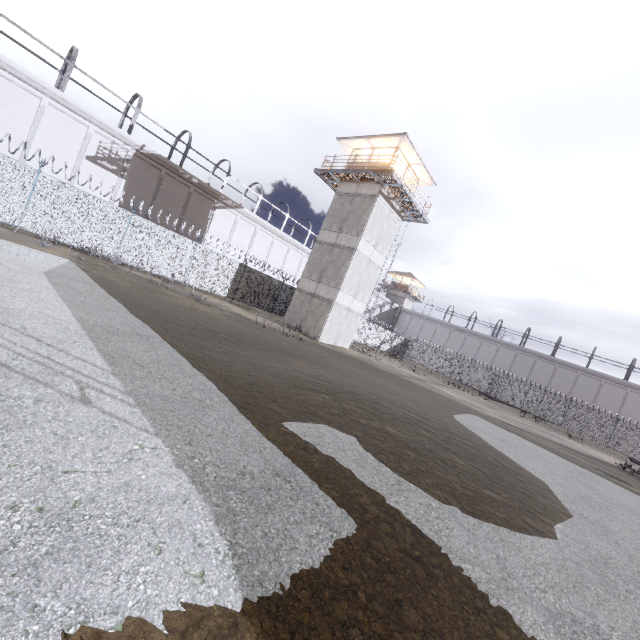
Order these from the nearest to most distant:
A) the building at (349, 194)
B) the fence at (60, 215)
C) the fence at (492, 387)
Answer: the fence at (60, 215) < the building at (349, 194) < the fence at (492, 387)

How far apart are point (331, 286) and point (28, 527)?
21.6 meters

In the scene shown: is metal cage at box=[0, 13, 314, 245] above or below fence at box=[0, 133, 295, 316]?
above

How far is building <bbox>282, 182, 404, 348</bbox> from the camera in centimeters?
2277cm

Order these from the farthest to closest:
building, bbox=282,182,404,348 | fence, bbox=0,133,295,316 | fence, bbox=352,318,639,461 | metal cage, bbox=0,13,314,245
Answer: fence, bbox=352,318,639,461 → building, bbox=282,182,404,348 → metal cage, bbox=0,13,314,245 → fence, bbox=0,133,295,316

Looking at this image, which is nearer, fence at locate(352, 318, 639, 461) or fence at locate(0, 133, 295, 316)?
fence at locate(0, 133, 295, 316)

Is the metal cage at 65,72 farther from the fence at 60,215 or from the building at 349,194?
the building at 349,194
